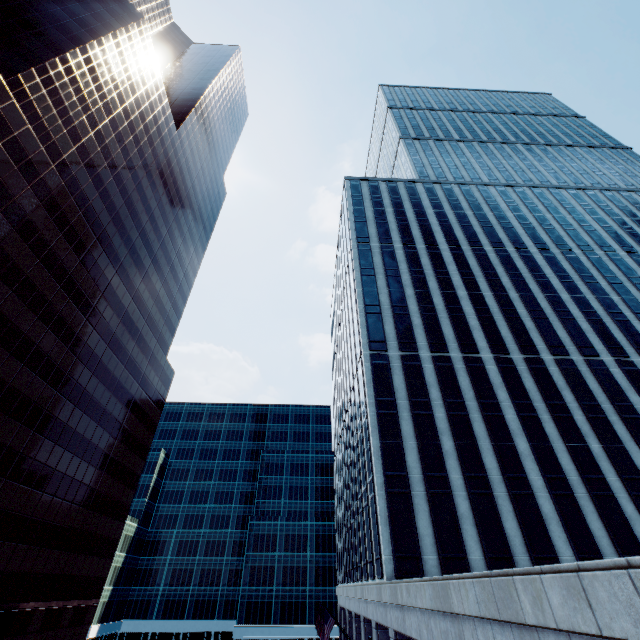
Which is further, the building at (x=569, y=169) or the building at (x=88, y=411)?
the building at (x=88, y=411)

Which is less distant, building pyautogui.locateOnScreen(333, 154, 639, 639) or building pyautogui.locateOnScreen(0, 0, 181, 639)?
building pyautogui.locateOnScreen(333, 154, 639, 639)

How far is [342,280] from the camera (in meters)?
51.19
